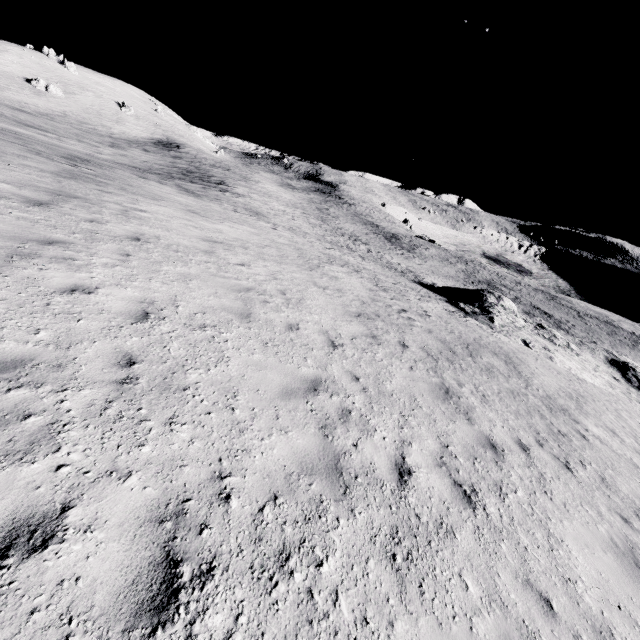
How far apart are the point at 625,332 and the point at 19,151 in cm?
6283
